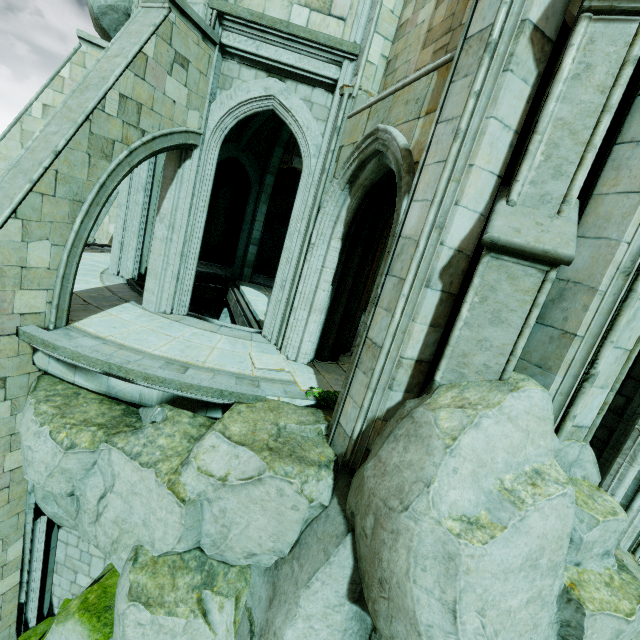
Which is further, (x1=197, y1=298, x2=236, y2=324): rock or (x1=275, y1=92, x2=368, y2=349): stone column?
(x1=197, y1=298, x2=236, y2=324): rock

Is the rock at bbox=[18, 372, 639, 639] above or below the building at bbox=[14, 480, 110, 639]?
above

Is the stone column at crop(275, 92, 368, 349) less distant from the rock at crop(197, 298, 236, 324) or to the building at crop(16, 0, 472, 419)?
the building at crop(16, 0, 472, 419)

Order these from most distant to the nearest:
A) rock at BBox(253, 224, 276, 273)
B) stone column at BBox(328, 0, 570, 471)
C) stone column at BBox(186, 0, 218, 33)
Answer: rock at BBox(253, 224, 276, 273) → stone column at BBox(186, 0, 218, 33) → stone column at BBox(328, 0, 570, 471)

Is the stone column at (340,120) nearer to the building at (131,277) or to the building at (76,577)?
the building at (131,277)

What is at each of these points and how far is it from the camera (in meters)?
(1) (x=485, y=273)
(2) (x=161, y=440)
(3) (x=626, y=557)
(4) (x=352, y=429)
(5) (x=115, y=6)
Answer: (1) stone column, 3.42
(2) rock, 5.11
(3) stone column, 5.69
(4) stone column, 4.64
(5) rock, 9.74

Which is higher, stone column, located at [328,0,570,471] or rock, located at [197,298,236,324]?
stone column, located at [328,0,570,471]

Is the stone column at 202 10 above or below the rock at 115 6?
below
